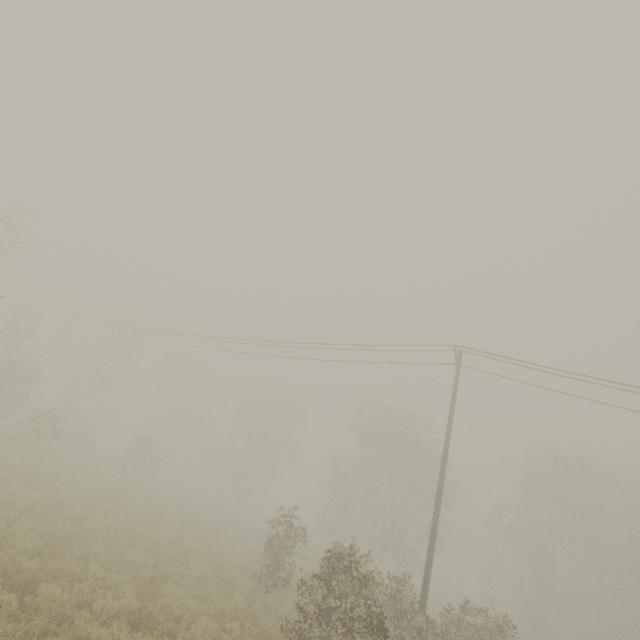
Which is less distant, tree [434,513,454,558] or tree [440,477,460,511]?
tree [434,513,454,558]

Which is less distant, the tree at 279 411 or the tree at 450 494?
the tree at 279 411

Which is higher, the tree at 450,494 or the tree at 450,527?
the tree at 450,494

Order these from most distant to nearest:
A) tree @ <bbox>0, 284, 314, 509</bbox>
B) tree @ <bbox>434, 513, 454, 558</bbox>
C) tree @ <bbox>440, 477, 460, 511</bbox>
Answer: tree @ <bbox>440, 477, 460, 511</bbox>, tree @ <bbox>434, 513, 454, 558</bbox>, tree @ <bbox>0, 284, 314, 509</bbox>

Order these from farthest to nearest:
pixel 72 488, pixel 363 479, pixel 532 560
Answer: pixel 363 479 < pixel 532 560 < pixel 72 488

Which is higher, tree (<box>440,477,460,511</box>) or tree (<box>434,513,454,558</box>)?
tree (<box>440,477,460,511</box>)

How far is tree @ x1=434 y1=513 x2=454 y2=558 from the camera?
28.6 meters
